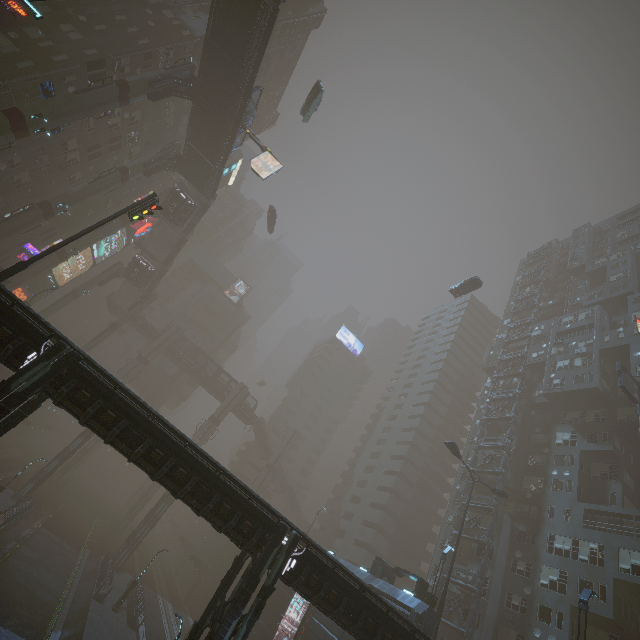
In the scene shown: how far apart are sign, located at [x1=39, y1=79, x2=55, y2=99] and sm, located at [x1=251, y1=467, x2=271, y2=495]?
57.6 meters

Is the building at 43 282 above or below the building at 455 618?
above

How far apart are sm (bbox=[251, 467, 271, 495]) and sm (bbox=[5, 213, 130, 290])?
45.1 meters

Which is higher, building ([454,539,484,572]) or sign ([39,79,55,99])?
sign ([39,79,55,99])

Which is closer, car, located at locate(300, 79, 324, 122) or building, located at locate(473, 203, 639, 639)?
building, located at locate(473, 203, 639, 639)

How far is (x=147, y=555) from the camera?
55.5m

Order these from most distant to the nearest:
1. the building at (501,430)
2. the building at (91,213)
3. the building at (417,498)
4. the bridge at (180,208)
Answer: the bridge at (180,208), the building at (501,430), the building at (91,213), the building at (417,498)

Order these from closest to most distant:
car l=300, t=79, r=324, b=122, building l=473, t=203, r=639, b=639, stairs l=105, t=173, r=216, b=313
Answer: building l=473, t=203, r=639, b=639, car l=300, t=79, r=324, b=122, stairs l=105, t=173, r=216, b=313
